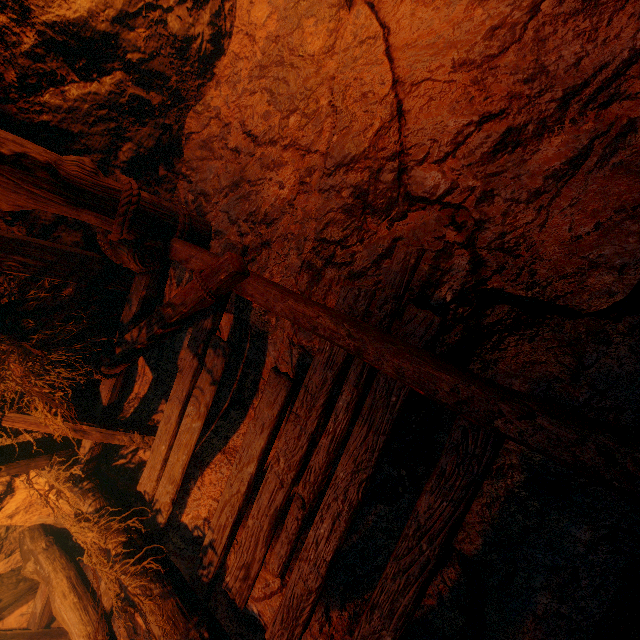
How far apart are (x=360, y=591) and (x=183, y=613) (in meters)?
1.38
